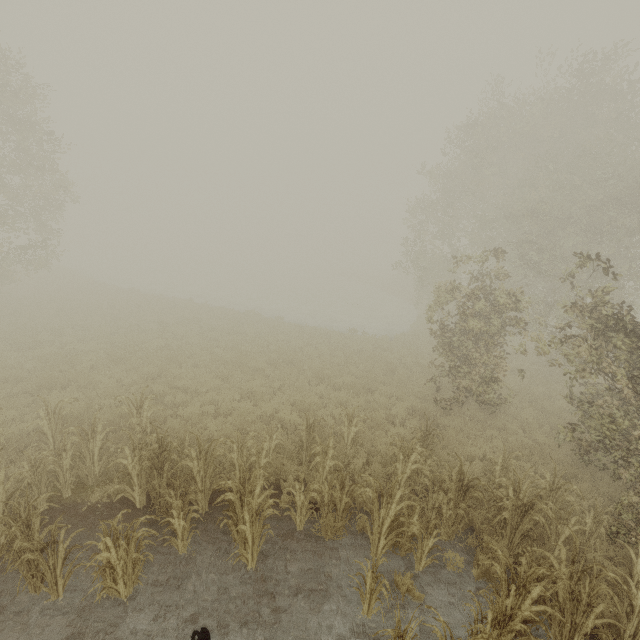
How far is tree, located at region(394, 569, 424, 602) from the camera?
5.6m

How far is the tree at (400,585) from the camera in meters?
5.6 m

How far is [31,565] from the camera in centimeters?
493cm
